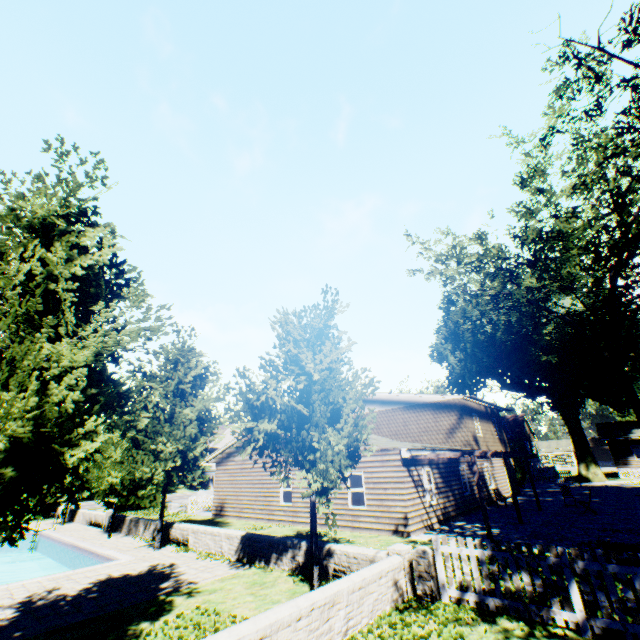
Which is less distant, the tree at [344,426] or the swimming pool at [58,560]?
A: the tree at [344,426]

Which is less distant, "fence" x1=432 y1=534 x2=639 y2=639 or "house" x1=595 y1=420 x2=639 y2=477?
"fence" x1=432 y1=534 x2=639 y2=639

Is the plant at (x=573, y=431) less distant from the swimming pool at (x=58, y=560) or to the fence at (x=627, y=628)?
the fence at (x=627, y=628)

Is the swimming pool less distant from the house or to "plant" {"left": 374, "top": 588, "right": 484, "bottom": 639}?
"plant" {"left": 374, "top": 588, "right": 484, "bottom": 639}

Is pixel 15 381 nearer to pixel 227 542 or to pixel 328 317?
pixel 328 317

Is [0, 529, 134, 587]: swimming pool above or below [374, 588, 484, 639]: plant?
below

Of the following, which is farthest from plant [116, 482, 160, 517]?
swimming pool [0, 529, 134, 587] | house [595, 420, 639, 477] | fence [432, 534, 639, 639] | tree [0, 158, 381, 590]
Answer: swimming pool [0, 529, 134, 587]

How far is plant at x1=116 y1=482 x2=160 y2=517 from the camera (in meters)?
26.44
